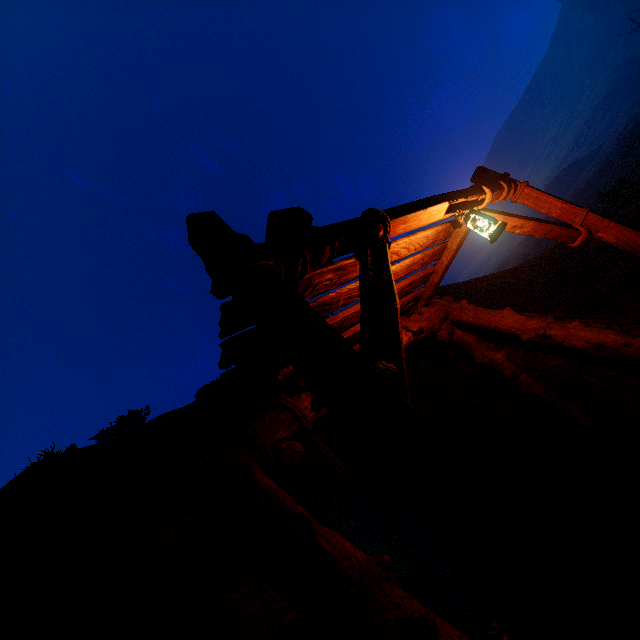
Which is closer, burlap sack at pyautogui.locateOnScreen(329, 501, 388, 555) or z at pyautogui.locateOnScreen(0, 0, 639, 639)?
z at pyautogui.locateOnScreen(0, 0, 639, 639)

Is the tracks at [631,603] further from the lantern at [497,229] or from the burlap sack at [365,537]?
the lantern at [497,229]

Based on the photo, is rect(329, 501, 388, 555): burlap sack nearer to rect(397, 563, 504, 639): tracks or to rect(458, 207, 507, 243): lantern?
rect(397, 563, 504, 639): tracks

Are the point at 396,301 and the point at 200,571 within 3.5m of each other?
yes

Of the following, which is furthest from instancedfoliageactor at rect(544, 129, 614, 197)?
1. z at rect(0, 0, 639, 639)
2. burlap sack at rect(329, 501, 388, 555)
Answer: burlap sack at rect(329, 501, 388, 555)

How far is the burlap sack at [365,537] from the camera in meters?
11.5

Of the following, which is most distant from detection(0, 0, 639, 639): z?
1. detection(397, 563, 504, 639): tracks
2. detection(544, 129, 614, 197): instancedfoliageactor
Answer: detection(544, 129, 614, 197): instancedfoliageactor
